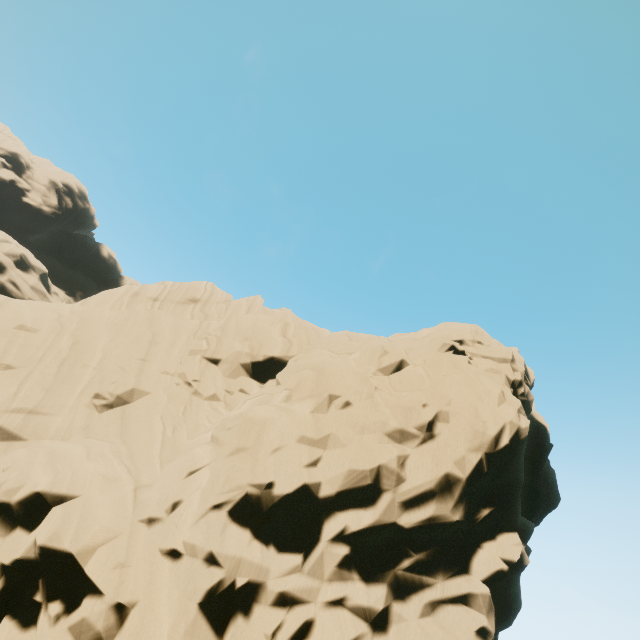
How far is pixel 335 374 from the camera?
13.8m
